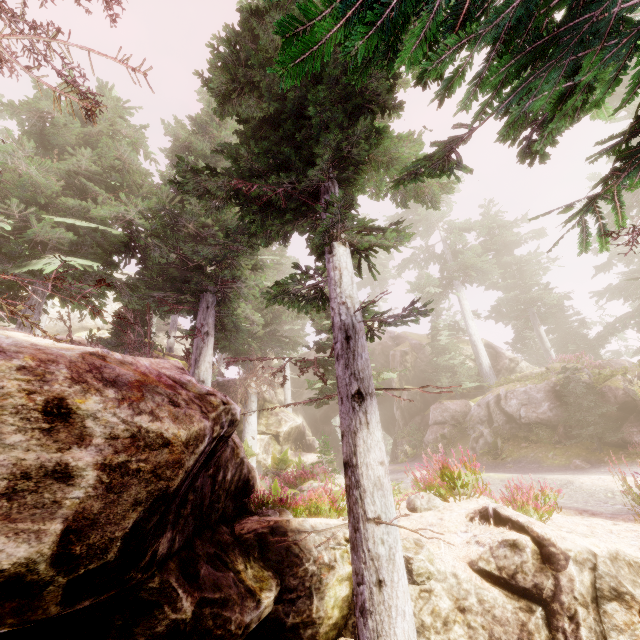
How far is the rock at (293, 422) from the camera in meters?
21.5

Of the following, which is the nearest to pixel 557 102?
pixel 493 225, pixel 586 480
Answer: pixel 586 480

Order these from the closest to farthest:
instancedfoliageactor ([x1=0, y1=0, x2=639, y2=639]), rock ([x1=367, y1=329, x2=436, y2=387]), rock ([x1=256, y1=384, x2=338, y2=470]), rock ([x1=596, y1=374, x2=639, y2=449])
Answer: instancedfoliageactor ([x1=0, y1=0, x2=639, y2=639])
rock ([x1=596, y1=374, x2=639, y2=449])
rock ([x1=256, y1=384, x2=338, y2=470])
rock ([x1=367, y1=329, x2=436, y2=387])

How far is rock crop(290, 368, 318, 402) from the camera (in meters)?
33.81

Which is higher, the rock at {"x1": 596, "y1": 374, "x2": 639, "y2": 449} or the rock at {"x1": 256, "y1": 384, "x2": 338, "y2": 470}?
the rock at {"x1": 256, "y1": 384, "x2": 338, "y2": 470}

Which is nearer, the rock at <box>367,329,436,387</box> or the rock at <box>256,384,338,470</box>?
the rock at <box>256,384,338,470</box>
